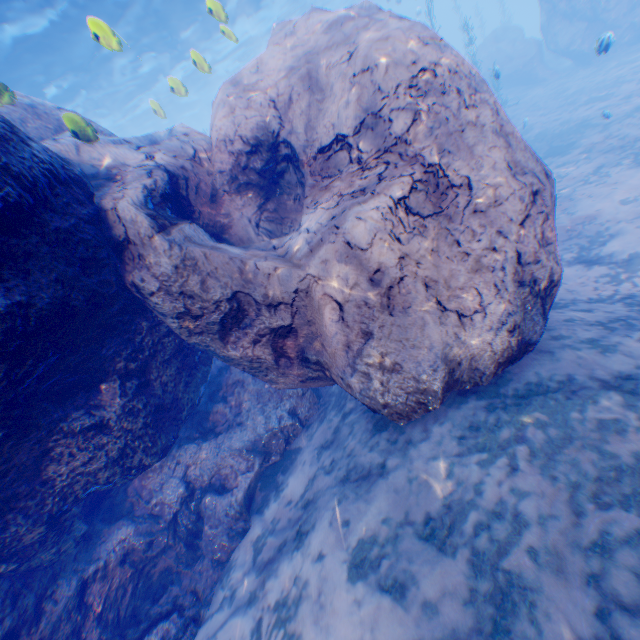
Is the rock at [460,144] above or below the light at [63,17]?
below

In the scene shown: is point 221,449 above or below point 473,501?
below

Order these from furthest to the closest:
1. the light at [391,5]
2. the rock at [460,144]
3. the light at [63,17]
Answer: the light at [391,5], the light at [63,17], the rock at [460,144]

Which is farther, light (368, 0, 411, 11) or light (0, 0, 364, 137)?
light (368, 0, 411, 11)

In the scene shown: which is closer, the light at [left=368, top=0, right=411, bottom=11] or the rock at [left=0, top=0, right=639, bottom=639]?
the rock at [left=0, top=0, right=639, bottom=639]

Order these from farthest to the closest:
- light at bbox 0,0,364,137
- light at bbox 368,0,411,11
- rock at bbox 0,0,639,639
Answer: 1. light at bbox 368,0,411,11
2. light at bbox 0,0,364,137
3. rock at bbox 0,0,639,639

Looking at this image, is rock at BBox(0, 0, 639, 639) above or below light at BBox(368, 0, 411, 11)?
Answer: below
